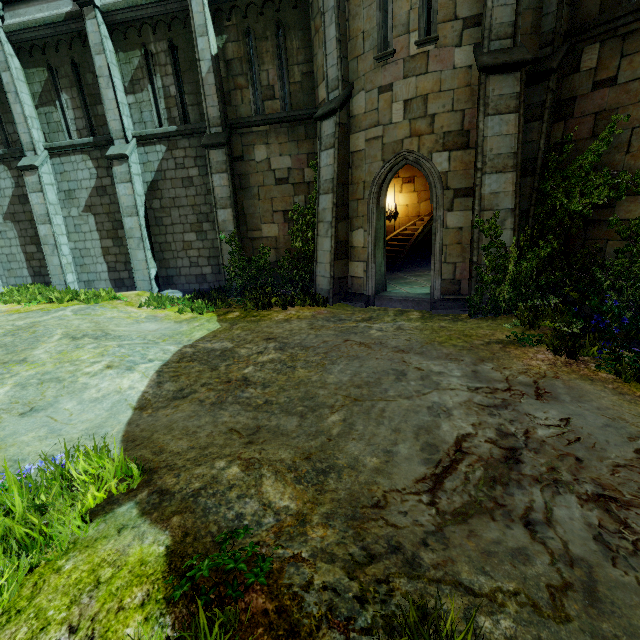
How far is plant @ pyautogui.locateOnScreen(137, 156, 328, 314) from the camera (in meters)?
9.70

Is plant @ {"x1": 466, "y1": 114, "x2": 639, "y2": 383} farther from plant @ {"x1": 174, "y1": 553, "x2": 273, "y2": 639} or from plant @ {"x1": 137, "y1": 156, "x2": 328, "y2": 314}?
plant @ {"x1": 174, "y1": 553, "x2": 273, "y2": 639}

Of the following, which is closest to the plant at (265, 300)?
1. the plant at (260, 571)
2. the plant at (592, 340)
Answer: the plant at (592, 340)

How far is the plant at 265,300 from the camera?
9.7m

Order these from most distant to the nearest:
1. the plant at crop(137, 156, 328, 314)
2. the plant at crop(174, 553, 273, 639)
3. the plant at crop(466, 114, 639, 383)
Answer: the plant at crop(137, 156, 328, 314), the plant at crop(466, 114, 639, 383), the plant at crop(174, 553, 273, 639)

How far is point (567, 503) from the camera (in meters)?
2.74

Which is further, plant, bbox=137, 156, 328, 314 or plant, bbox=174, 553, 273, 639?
plant, bbox=137, 156, 328, 314
